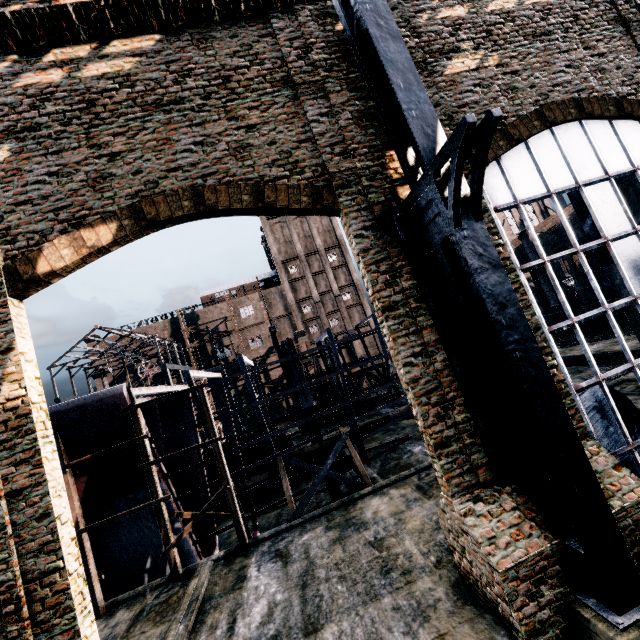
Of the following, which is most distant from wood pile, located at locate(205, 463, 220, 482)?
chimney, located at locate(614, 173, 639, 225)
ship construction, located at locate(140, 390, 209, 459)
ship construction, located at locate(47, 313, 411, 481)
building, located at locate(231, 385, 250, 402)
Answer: building, located at locate(231, 385, 250, 402)

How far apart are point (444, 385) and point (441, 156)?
5.11m

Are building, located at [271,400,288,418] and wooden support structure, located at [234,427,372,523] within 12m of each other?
no

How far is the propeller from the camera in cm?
2097

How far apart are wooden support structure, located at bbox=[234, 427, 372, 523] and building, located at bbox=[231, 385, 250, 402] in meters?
41.9 m

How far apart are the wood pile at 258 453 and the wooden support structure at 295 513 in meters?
9.3 m

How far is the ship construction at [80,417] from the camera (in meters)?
13.73

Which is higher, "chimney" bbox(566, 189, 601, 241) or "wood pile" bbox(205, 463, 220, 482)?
"chimney" bbox(566, 189, 601, 241)
